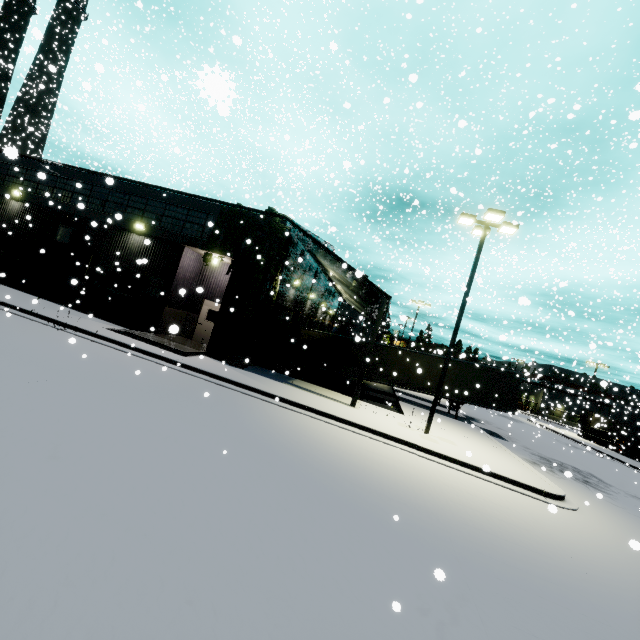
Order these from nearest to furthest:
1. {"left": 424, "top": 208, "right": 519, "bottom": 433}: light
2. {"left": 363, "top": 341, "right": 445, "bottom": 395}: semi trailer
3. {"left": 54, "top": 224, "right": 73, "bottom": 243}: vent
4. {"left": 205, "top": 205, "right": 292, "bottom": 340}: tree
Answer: {"left": 424, "top": 208, "right": 519, "bottom": 433}: light → {"left": 205, "top": 205, "right": 292, "bottom": 340}: tree → {"left": 54, "top": 224, "right": 73, "bottom": 243}: vent → {"left": 363, "top": 341, "right": 445, "bottom": 395}: semi trailer

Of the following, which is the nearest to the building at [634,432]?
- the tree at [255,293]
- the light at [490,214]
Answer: the tree at [255,293]

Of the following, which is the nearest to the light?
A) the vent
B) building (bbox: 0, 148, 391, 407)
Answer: building (bbox: 0, 148, 391, 407)

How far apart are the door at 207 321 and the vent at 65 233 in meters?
8.0 m

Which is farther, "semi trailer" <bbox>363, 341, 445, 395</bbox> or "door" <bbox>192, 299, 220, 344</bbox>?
"semi trailer" <bbox>363, 341, 445, 395</bbox>

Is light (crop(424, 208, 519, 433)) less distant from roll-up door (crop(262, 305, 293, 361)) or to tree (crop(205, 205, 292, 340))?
tree (crop(205, 205, 292, 340))

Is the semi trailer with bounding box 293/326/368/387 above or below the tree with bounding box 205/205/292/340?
below

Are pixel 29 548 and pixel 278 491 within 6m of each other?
yes
